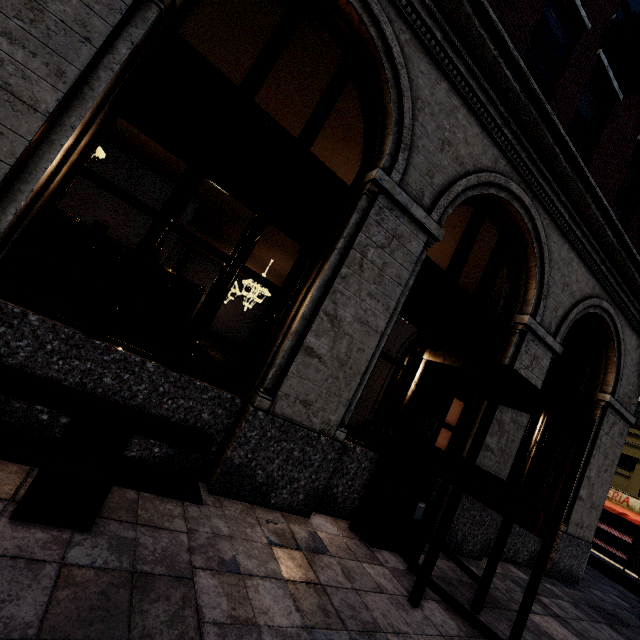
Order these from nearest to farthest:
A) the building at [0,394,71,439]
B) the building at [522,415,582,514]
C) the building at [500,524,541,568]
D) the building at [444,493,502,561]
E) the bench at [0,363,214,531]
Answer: the bench at [0,363,214,531] < the building at [0,394,71,439] < the building at [444,493,502,561] < the building at [500,524,541,568] < the building at [522,415,582,514]

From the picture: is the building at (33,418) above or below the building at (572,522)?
below

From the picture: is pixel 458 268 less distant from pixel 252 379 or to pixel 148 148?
pixel 252 379

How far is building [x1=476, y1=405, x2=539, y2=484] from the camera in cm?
568

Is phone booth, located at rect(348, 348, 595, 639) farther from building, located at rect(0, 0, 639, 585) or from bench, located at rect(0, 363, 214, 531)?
bench, located at rect(0, 363, 214, 531)

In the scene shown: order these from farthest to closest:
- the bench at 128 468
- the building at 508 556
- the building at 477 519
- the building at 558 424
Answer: the building at 558 424
the building at 508 556
the building at 477 519
the bench at 128 468
